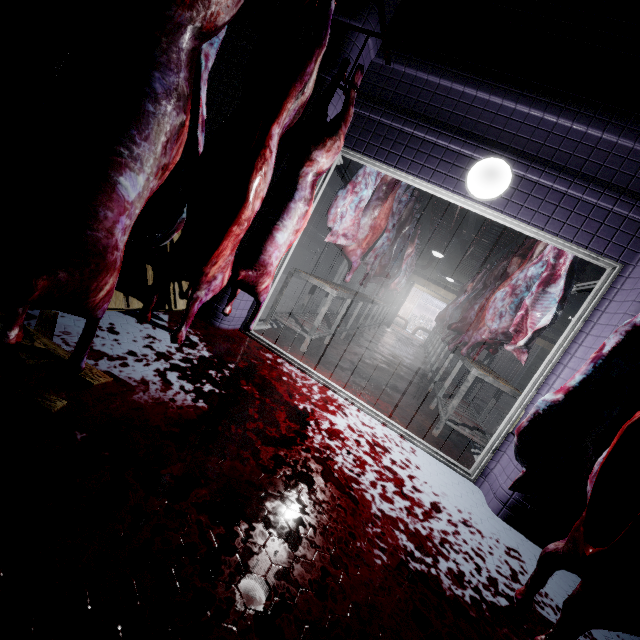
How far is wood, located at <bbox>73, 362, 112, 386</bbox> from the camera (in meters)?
1.44

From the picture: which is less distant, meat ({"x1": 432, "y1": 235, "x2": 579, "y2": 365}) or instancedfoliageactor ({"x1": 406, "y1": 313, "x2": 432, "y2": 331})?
meat ({"x1": 432, "y1": 235, "x2": 579, "y2": 365})

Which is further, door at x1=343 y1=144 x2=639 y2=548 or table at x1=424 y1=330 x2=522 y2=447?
table at x1=424 y1=330 x2=522 y2=447

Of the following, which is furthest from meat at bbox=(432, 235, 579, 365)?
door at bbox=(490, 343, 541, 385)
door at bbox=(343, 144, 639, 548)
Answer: door at bbox=(490, 343, 541, 385)

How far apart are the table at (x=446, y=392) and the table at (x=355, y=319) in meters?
1.6

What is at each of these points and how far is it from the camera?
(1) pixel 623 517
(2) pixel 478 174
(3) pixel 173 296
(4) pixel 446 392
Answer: (1) meat, 1.31m
(2) light, 2.48m
(3) pallet, 2.59m
(4) table, 4.59m

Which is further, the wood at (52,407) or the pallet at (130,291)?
the pallet at (130,291)

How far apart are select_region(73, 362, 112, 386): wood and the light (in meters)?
2.79
